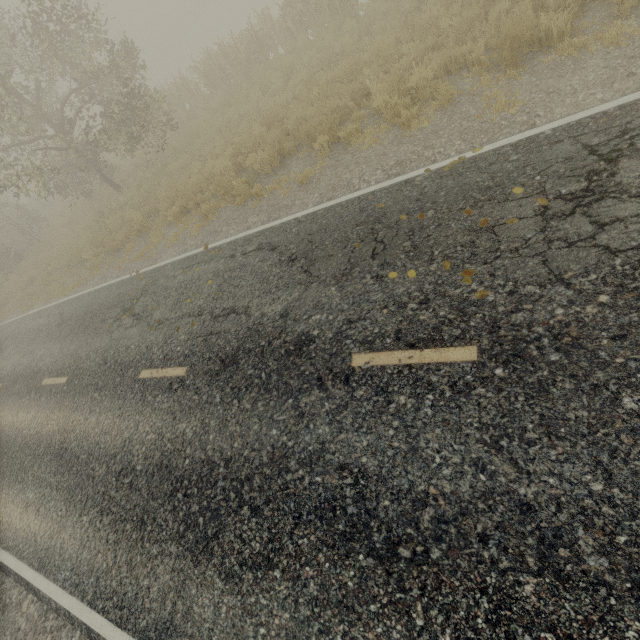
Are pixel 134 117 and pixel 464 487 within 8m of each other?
no
